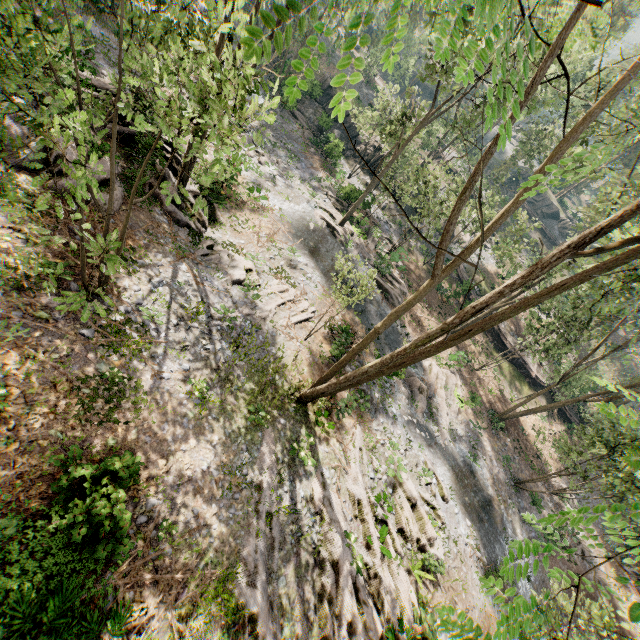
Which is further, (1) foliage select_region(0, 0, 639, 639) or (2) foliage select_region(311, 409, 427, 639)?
(2) foliage select_region(311, 409, 427, 639)

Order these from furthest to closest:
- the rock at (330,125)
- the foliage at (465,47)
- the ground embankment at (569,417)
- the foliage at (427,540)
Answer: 1. the rock at (330,125)
2. the ground embankment at (569,417)
3. the foliage at (427,540)
4. the foliage at (465,47)

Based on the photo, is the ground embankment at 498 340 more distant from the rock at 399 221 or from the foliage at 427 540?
the rock at 399 221

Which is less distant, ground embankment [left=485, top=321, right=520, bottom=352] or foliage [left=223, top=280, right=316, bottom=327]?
foliage [left=223, top=280, right=316, bottom=327]

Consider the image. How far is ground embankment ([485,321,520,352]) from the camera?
34.2m

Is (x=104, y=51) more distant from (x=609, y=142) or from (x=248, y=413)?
(x=609, y=142)
